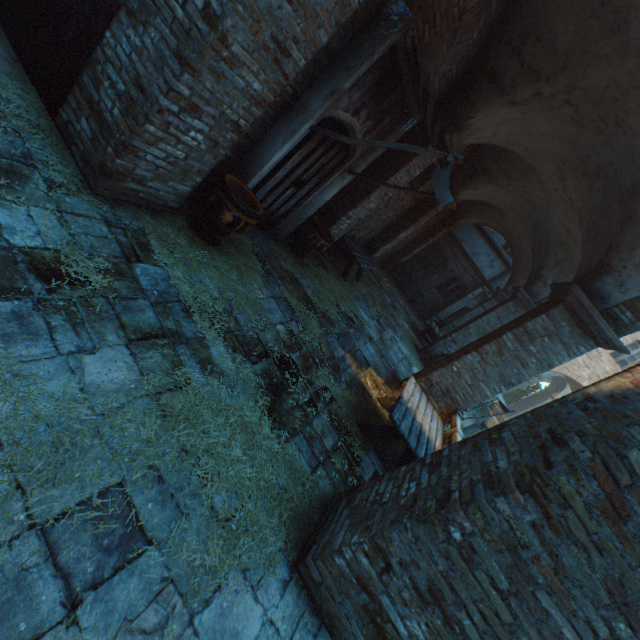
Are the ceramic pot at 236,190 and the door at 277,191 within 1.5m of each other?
yes

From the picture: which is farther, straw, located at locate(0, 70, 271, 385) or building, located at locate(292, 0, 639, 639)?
straw, located at locate(0, 70, 271, 385)

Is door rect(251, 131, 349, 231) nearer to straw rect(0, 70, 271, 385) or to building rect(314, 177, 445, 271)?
straw rect(0, 70, 271, 385)

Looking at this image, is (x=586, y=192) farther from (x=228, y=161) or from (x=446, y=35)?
(x=228, y=161)

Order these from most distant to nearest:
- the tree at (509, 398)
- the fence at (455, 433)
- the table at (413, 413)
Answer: the tree at (509, 398) → the fence at (455, 433) → the table at (413, 413)

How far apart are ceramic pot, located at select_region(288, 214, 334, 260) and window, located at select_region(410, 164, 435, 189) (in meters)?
3.42

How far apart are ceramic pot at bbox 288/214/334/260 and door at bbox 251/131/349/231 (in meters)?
0.55

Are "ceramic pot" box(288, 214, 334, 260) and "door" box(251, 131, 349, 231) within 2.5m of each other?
yes
